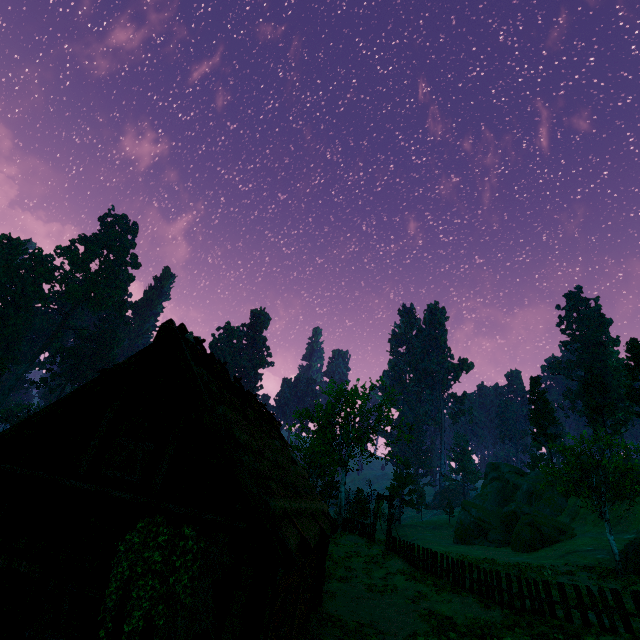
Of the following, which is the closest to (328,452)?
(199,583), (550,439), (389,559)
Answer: (389,559)

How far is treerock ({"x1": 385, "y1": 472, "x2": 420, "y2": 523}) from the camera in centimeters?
4676cm

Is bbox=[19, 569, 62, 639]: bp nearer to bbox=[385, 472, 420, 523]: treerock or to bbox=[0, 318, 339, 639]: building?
bbox=[0, 318, 339, 639]: building

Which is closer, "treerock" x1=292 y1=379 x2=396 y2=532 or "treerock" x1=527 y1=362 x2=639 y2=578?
"treerock" x1=527 y1=362 x2=639 y2=578

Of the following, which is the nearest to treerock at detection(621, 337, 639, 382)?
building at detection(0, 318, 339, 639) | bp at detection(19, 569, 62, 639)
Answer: building at detection(0, 318, 339, 639)

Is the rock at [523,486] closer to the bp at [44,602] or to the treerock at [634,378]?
the treerock at [634,378]

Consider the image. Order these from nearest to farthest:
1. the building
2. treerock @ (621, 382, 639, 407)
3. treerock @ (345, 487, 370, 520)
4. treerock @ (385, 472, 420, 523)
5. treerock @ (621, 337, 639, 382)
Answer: the building → treerock @ (345, 487, 370, 520) → treerock @ (621, 382, 639, 407) → treerock @ (621, 337, 639, 382) → treerock @ (385, 472, 420, 523)
